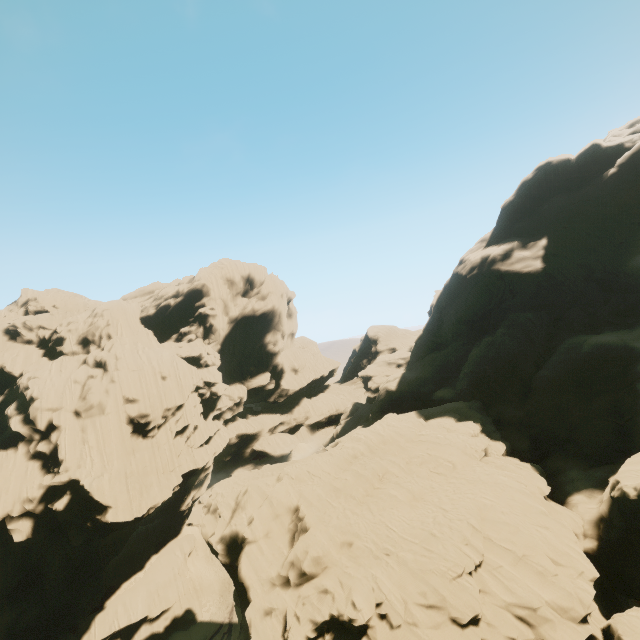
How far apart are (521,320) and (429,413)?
15.5m
